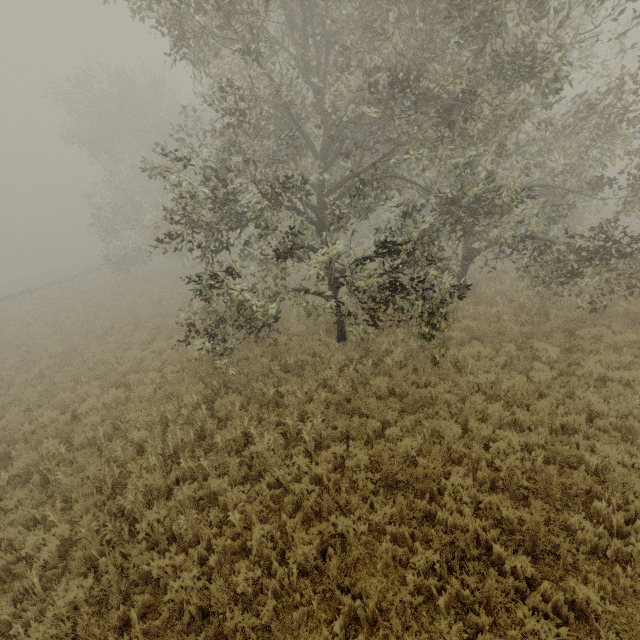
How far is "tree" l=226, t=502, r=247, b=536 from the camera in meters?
5.7 m

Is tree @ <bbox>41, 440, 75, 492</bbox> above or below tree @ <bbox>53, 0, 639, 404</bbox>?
below

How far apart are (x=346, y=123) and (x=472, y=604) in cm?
1152

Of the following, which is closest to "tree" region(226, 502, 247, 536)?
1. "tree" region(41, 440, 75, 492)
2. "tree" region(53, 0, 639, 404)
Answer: "tree" region(41, 440, 75, 492)

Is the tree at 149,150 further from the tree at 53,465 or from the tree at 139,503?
the tree at 139,503
